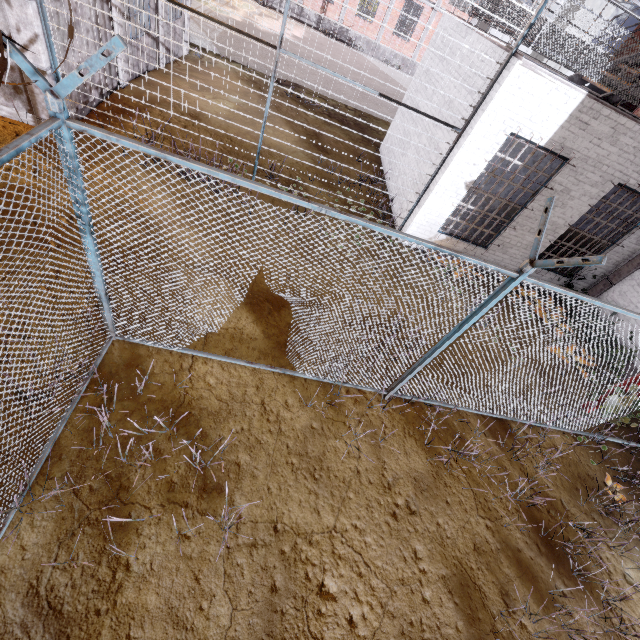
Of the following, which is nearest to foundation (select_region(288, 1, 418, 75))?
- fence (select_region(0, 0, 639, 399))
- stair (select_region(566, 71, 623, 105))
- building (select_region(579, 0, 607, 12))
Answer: fence (select_region(0, 0, 639, 399))

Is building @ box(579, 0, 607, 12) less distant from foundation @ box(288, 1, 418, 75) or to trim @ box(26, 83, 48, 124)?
foundation @ box(288, 1, 418, 75)

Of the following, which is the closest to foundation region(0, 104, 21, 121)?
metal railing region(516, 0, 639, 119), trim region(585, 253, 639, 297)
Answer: metal railing region(516, 0, 639, 119)

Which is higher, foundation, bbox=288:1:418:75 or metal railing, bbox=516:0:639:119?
metal railing, bbox=516:0:639:119

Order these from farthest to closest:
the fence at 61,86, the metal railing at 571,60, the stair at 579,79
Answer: the stair at 579,79
the metal railing at 571,60
the fence at 61,86

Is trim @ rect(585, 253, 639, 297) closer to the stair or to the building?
the stair

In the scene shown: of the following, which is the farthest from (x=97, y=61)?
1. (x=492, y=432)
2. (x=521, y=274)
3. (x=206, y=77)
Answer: (x=206, y=77)

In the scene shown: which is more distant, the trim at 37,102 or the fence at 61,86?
the trim at 37,102
